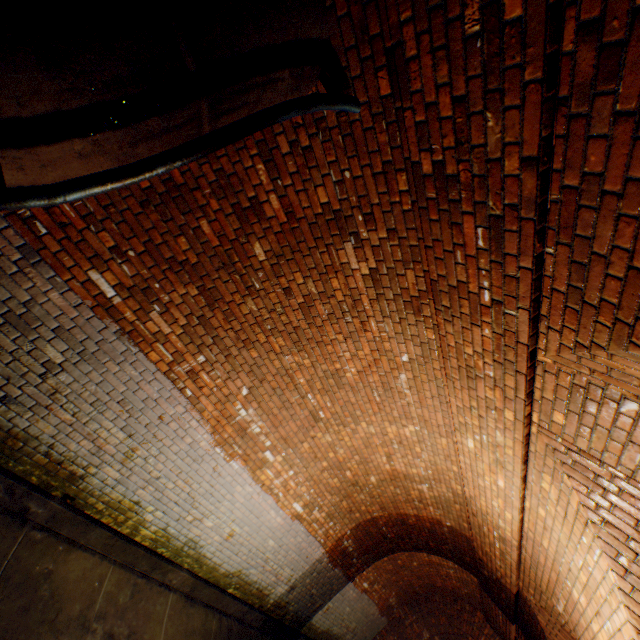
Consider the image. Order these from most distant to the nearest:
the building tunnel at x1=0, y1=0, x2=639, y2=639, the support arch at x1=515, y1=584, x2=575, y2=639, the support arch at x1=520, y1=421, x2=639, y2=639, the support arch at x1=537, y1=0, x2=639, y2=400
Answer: the support arch at x1=515, y1=584, x2=575, y2=639 → the support arch at x1=520, y1=421, x2=639, y2=639 → the building tunnel at x1=0, y1=0, x2=639, y2=639 → the support arch at x1=537, y1=0, x2=639, y2=400

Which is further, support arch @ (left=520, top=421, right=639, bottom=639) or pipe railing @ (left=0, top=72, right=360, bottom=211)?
support arch @ (left=520, top=421, right=639, bottom=639)

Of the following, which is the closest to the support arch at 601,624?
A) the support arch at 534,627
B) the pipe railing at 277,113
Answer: the support arch at 534,627

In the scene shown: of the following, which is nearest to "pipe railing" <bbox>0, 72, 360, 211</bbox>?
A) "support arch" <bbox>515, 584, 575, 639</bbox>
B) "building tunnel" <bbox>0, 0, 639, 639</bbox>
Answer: "building tunnel" <bbox>0, 0, 639, 639</bbox>

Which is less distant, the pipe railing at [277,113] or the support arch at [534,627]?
the pipe railing at [277,113]

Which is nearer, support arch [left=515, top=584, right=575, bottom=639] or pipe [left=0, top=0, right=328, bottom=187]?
pipe [left=0, top=0, right=328, bottom=187]

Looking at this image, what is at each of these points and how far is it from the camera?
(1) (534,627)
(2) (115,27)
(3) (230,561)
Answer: (1) support arch, 6.06m
(2) pipe, 1.51m
(3) building tunnel, 5.48m

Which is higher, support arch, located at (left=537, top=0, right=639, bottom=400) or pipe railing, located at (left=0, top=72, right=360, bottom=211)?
support arch, located at (left=537, top=0, right=639, bottom=400)
